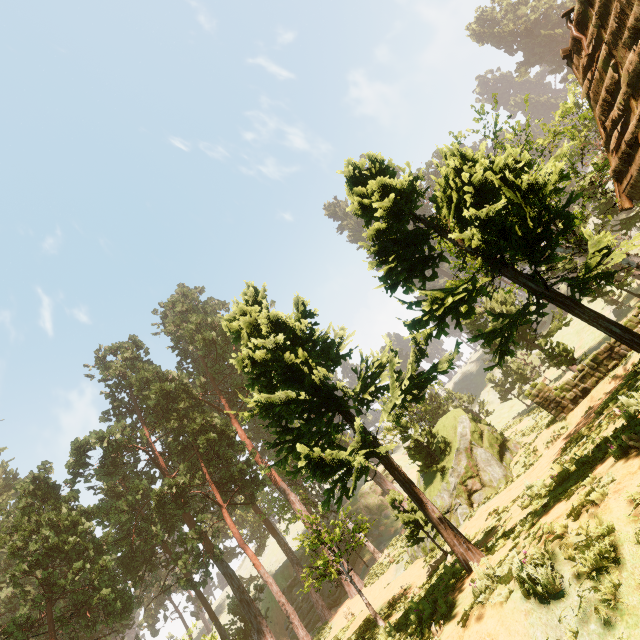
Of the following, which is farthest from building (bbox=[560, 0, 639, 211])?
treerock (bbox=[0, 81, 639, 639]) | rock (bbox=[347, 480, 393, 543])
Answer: rock (bbox=[347, 480, 393, 543])

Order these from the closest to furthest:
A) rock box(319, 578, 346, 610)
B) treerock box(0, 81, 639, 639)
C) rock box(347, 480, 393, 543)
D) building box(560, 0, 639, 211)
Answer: treerock box(0, 81, 639, 639) < building box(560, 0, 639, 211) < rock box(319, 578, 346, 610) < rock box(347, 480, 393, 543)

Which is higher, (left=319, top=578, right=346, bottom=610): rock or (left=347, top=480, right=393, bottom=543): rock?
(left=347, top=480, right=393, bottom=543): rock

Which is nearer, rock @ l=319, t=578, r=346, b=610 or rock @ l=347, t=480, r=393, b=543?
rock @ l=319, t=578, r=346, b=610

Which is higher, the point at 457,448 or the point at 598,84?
the point at 598,84

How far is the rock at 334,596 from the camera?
37.8 meters

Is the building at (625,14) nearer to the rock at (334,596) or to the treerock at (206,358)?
the treerock at (206,358)
